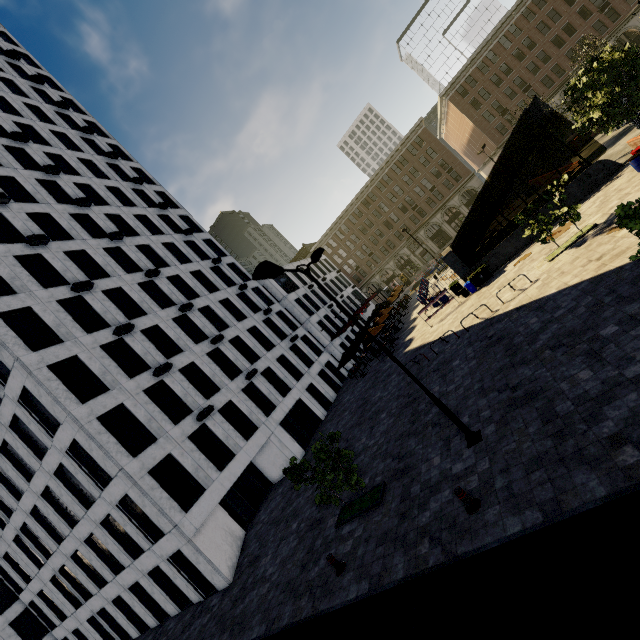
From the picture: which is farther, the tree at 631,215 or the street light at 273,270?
the street light at 273,270

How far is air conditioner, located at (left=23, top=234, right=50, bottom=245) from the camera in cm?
2077

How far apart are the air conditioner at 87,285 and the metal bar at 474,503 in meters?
23.6 m

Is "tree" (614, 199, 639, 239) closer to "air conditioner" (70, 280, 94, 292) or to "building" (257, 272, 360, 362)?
"air conditioner" (70, 280, 94, 292)

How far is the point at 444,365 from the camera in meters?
16.6

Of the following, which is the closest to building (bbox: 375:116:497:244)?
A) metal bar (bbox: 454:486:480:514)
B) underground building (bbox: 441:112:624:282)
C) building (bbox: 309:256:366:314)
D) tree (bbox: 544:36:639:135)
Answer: building (bbox: 309:256:366:314)

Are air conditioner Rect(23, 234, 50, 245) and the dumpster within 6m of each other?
no

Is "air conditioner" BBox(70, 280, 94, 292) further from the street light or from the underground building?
the underground building
